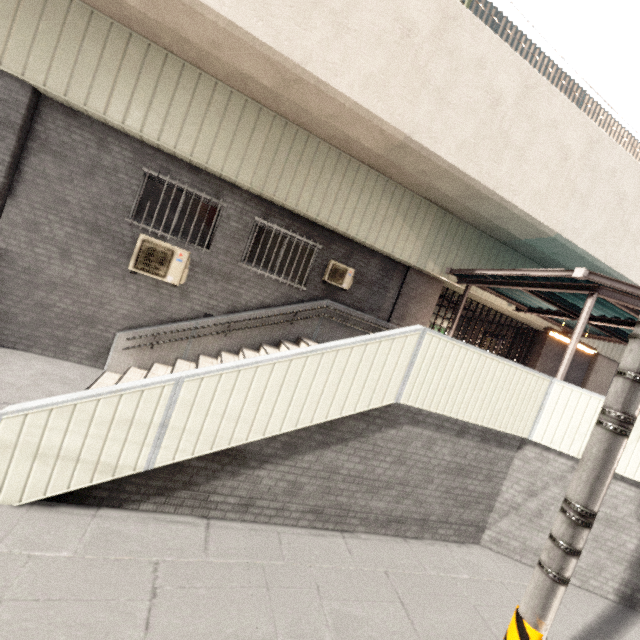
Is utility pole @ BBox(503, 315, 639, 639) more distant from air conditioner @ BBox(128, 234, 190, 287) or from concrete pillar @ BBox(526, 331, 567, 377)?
concrete pillar @ BBox(526, 331, 567, 377)

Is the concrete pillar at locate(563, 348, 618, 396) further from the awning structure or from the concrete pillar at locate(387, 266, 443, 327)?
the awning structure

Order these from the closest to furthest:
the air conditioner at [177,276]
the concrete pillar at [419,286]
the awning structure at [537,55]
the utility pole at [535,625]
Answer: the utility pole at [535,625]
the air conditioner at [177,276]
the concrete pillar at [419,286]
the awning structure at [537,55]

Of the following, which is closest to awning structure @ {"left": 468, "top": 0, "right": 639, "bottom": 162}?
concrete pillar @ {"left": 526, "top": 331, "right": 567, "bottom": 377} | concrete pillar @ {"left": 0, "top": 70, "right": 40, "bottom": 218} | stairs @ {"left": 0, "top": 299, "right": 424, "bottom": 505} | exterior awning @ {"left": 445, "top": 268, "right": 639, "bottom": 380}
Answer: concrete pillar @ {"left": 0, "top": 70, "right": 40, "bottom": 218}

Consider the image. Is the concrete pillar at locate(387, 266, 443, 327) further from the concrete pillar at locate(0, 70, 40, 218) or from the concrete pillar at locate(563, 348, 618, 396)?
the concrete pillar at locate(0, 70, 40, 218)

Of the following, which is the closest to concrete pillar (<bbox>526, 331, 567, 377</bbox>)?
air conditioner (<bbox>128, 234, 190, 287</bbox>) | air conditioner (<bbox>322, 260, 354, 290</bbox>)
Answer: air conditioner (<bbox>322, 260, 354, 290</bbox>)

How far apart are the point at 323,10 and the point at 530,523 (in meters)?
10.10

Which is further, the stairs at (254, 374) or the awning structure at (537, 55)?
the awning structure at (537, 55)
